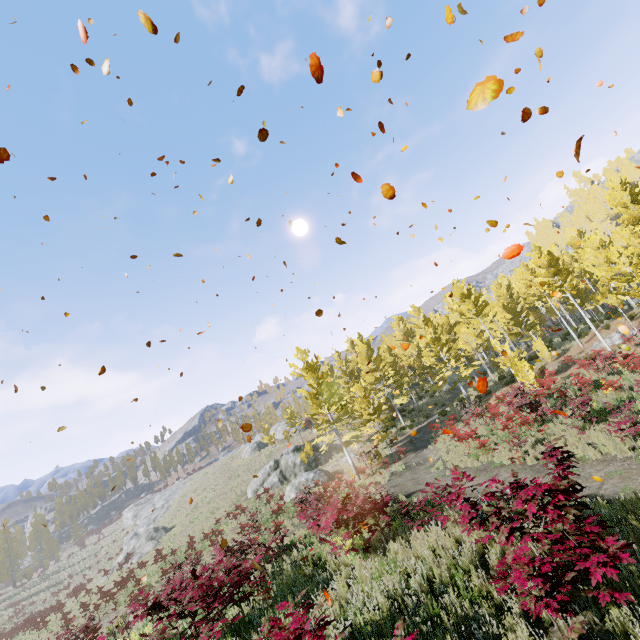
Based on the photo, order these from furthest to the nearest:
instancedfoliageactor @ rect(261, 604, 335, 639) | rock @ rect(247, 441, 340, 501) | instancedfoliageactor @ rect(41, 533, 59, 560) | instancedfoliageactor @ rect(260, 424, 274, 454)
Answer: instancedfoliageactor @ rect(41, 533, 59, 560)
instancedfoliageactor @ rect(260, 424, 274, 454)
rock @ rect(247, 441, 340, 501)
instancedfoliageactor @ rect(261, 604, 335, 639)

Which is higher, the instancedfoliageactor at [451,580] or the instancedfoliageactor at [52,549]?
the instancedfoliageactor at [52,549]

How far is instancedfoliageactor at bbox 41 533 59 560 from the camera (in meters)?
57.75

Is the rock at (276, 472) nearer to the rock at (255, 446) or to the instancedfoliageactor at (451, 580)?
the instancedfoliageactor at (451, 580)

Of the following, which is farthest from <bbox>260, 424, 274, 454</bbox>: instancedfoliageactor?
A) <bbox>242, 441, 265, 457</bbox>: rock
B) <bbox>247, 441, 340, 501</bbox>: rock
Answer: <bbox>242, 441, 265, 457</bbox>: rock

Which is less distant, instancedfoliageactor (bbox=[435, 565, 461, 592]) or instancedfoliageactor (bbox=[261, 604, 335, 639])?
instancedfoliageactor (bbox=[261, 604, 335, 639])

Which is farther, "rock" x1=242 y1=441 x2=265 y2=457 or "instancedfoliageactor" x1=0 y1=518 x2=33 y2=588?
"instancedfoliageactor" x1=0 y1=518 x2=33 y2=588

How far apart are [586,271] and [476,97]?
47.1 meters
